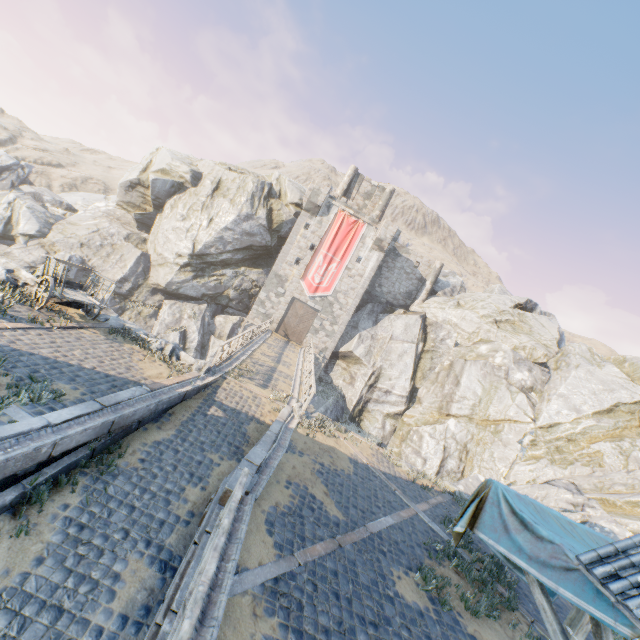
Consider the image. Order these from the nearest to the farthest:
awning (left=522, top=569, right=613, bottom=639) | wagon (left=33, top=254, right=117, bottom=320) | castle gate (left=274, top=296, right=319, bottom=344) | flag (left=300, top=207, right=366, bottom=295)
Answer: awning (left=522, top=569, right=613, bottom=639)
wagon (left=33, top=254, right=117, bottom=320)
flag (left=300, top=207, right=366, bottom=295)
castle gate (left=274, top=296, right=319, bottom=344)

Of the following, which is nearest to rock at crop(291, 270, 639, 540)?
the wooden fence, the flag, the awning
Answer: the flag

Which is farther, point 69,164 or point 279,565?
point 69,164

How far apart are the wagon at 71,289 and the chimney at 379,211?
28.51m

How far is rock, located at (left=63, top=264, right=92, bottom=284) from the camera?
27.14m

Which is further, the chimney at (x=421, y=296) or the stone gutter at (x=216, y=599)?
the chimney at (x=421, y=296)

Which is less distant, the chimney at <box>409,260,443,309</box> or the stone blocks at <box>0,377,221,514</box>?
the stone blocks at <box>0,377,221,514</box>

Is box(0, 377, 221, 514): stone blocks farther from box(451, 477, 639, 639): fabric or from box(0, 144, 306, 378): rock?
box(451, 477, 639, 639): fabric
